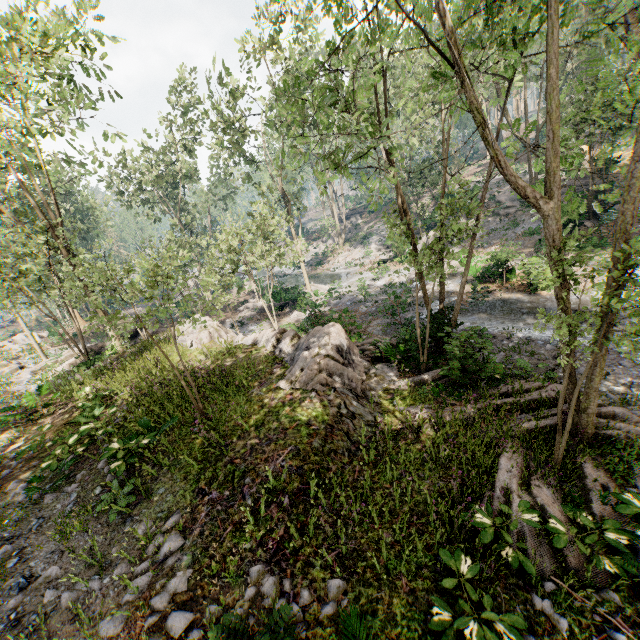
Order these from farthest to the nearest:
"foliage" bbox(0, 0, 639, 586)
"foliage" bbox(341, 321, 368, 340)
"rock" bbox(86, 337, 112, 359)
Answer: "rock" bbox(86, 337, 112, 359)
"foliage" bbox(341, 321, 368, 340)
"foliage" bbox(0, 0, 639, 586)

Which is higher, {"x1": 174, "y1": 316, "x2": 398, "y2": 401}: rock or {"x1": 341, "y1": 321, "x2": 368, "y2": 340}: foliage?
{"x1": 174, "y1": 316, "x2": 398, "y2": 401}: rock

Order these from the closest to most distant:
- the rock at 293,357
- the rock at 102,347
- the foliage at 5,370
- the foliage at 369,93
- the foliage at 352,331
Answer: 1. the foliage at 369,93
2. the rock at 293,357
3. the foliage at 352,331
4. the rock at 102,347
5. the foliage at 5,370

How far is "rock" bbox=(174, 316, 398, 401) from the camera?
10.3m

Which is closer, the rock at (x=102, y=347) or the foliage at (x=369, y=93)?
the foliage at (x=369, y=93)

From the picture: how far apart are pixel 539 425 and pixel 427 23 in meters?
40.7

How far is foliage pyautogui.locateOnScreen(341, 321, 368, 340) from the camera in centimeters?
1344cm
